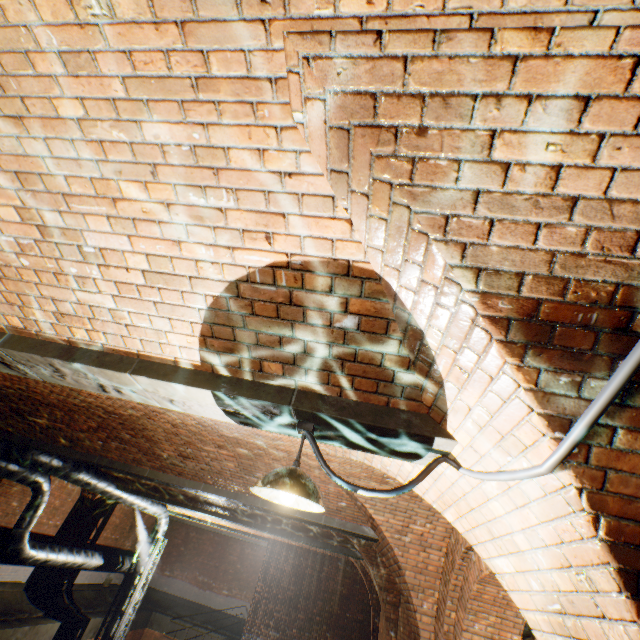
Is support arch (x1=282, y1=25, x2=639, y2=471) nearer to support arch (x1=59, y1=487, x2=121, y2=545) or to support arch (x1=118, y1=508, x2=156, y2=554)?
support arch (x1=59, y1=487, x2=121, y2=545)

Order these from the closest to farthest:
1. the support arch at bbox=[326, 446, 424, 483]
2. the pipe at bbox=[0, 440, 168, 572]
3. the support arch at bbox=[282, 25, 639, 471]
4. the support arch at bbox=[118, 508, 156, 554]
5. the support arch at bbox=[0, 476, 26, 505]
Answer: the support arch at bbox=[282, 25, 639, 471], the support arch at bbox=[326, 446, 424, 483], the pipe at bbox=[0, 440, 168, 572], the support arch at bbox=[0, 476, 26, 505], the support arch at bbox=[118, 508, 156, 554]

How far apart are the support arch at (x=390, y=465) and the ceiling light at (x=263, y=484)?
0.7 meters

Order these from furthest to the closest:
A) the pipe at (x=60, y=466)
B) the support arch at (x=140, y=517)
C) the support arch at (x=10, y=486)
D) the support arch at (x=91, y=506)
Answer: the support arch at (x=140, y=517) → the support arch at (x=91, y=506) → the support arch at (x=10, y=486) → the pipe at (x=60, y=466)

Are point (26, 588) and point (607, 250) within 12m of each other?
no

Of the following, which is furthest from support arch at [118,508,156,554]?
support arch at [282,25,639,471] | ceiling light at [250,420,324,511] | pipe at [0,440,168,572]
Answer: ceiling light at [250,420,324,511]

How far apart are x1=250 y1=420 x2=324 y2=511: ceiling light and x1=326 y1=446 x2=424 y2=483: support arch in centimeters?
73cm

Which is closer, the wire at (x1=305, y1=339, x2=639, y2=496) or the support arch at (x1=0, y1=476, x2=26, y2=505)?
the wire at (x1=305, y1=339, x2=639, y2=496)
